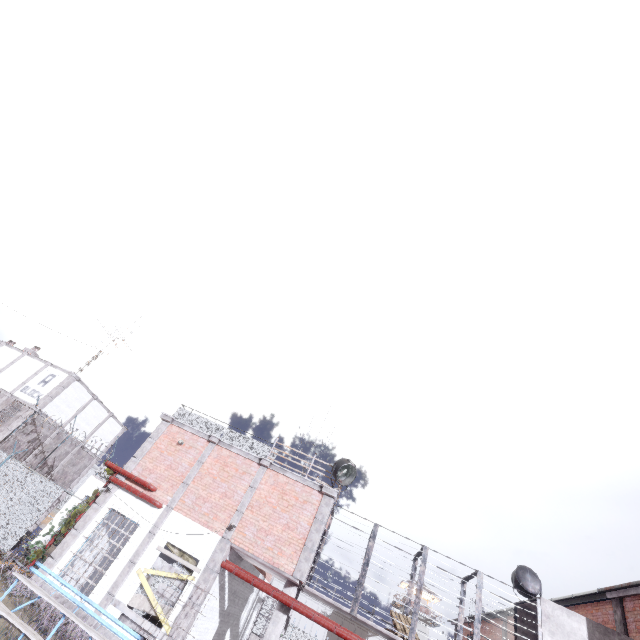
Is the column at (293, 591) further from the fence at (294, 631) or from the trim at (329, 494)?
the fence at (294, 631)

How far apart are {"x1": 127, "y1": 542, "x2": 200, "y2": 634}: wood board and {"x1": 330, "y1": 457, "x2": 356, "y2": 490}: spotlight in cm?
587

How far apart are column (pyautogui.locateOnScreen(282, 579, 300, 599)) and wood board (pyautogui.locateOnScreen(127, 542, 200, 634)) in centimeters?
299cm

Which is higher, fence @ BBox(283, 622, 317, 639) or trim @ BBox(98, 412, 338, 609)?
trim @ BBox(98, 412, 338, 609)

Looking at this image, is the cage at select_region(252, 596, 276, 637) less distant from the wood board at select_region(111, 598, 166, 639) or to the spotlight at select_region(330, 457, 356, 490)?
the spotlight at select_region(330, 457, 356, 490)

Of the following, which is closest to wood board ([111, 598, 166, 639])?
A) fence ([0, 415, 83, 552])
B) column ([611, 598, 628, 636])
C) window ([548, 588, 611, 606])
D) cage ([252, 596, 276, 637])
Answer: fence ([0, 415, 83, 552])

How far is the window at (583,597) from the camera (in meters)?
13.62

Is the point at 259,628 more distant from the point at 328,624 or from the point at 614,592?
the point at 614,592
